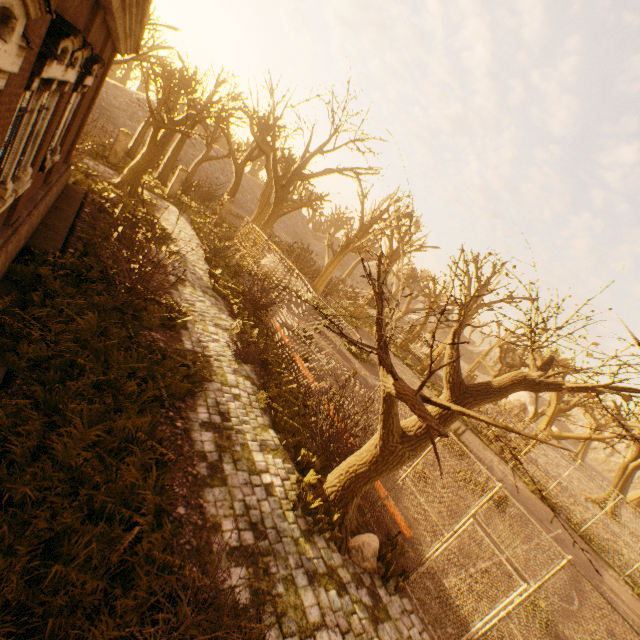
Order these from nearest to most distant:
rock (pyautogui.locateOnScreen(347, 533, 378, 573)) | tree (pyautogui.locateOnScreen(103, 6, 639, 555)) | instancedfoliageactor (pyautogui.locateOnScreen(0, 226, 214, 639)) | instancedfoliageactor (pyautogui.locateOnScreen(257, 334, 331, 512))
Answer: instancedfoliageactor (pyautogui.locateOnScreen(0, 226, 214, 639)), tree (pyautogui.locateOnScreen(103, 6, 639, 555)), rock (pyautogui.locateOnScreen(347, 533, 378, 573)), instancedfoliageactor (pyautogui.locateOnScreen(257, 334, 331, 512))

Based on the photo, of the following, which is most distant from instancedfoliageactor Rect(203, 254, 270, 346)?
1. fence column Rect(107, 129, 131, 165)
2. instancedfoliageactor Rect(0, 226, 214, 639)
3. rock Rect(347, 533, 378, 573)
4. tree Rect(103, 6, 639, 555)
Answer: fence column Rect(107, 129, 131, 165)

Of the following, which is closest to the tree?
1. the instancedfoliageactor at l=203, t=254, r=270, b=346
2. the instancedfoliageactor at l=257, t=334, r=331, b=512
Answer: the instancedfoliageactor at l=257, t=334, r=331, b=512

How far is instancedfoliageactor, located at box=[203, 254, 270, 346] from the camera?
12.15m

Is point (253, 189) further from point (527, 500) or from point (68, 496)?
point (68, 496)

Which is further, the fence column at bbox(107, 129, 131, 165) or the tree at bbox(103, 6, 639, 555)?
the fence column at bbox(107, 129, 131, 165)

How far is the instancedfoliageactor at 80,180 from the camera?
12.8m

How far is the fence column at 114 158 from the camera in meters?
21.5 m
